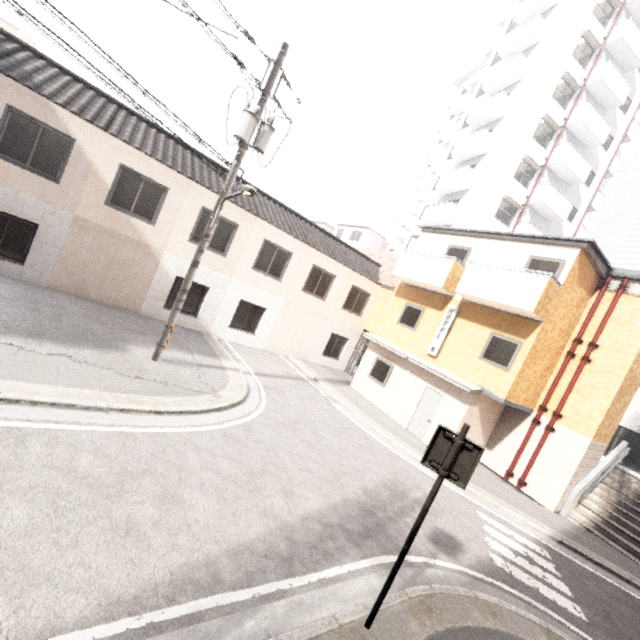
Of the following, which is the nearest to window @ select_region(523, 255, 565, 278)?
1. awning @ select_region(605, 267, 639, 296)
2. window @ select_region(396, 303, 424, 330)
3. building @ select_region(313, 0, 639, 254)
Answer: awning @ select_region(605, 267, 639, 296)

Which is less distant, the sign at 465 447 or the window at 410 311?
the sign at 465 447

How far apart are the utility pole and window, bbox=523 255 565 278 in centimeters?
1000cm

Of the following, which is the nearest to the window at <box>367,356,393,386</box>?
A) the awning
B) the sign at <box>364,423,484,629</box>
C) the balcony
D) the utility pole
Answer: the balcony

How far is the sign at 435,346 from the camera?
13.6m

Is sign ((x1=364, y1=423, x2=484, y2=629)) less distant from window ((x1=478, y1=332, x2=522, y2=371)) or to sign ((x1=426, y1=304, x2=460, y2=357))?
window ((x1=478, y1=332, x2=522, y2=371))

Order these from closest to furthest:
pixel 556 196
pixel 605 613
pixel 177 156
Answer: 1. pixel 605 613
2. pixel 177 156
3. pixel 556 196

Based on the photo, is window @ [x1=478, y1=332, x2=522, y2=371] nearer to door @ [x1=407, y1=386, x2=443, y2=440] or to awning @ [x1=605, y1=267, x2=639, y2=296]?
door @ [x1=407, y1=386, x2=443, y2=440]
